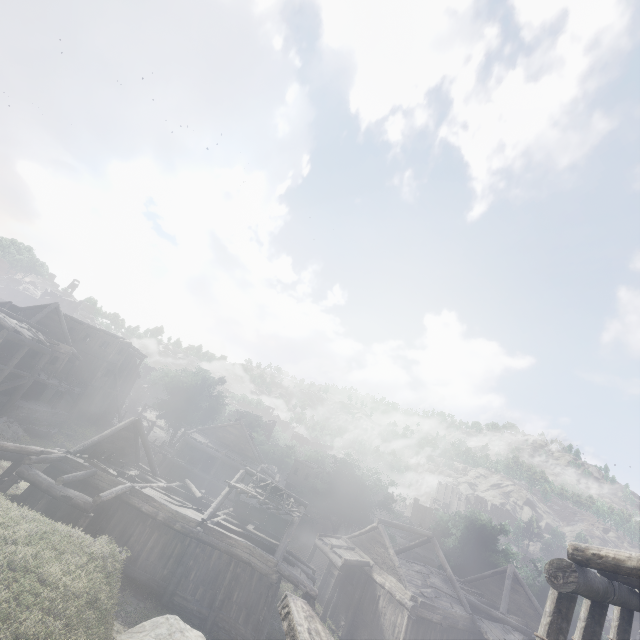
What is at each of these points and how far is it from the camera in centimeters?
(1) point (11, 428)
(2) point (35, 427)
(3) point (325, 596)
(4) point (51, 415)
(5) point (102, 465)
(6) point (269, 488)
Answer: (1) rubble, 2408cm
(2) fountain, 2691cm
(3) building, 2512cm
(4) building base, 2862cm
(5) broken furniture, 1900cm
(6) broken furniture, 2022cm

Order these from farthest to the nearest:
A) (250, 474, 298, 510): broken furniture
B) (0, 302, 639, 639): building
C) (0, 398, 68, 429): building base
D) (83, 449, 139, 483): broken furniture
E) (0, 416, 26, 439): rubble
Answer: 1. (0, 398, 68, 429): building base
2. (0, 416, 26, 439): rubble
3. (250, 474, 298, 510): broken furniture
4. (83, 449, 139, 483): broken furniture
5. (0, 302, 639, 639): building

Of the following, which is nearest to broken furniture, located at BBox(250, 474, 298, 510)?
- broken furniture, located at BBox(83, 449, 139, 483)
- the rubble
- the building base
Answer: broken furniture, located at BBox(83, 449, 139, 483)

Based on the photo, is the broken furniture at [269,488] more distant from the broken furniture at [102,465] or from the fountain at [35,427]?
the fountain at [35,427]

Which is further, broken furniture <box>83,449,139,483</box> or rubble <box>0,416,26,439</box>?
rubble <box>0,416,26,439</box>

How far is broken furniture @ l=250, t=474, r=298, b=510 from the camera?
19.9m

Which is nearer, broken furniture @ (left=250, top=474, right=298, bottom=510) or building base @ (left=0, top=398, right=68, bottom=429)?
broken furniture @ (left=250, top=474, right=298, bottom=510)

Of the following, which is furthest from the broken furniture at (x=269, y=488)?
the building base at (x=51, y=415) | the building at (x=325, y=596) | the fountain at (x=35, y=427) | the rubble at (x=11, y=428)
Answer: the building base at (x=51, y=415)
